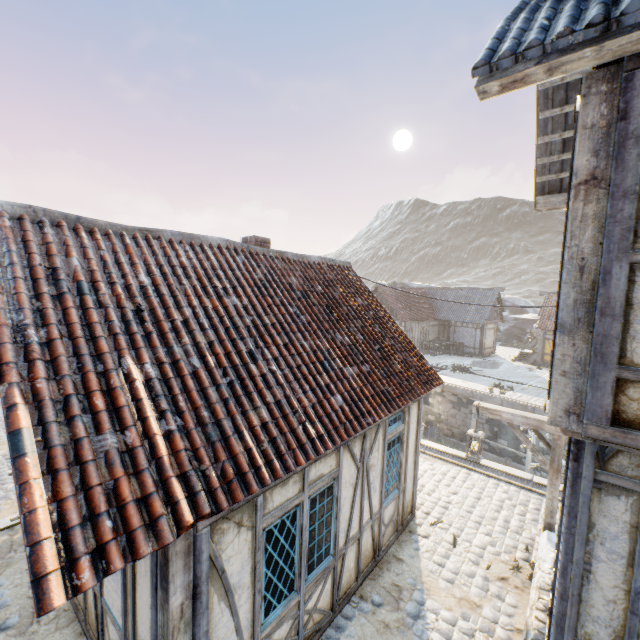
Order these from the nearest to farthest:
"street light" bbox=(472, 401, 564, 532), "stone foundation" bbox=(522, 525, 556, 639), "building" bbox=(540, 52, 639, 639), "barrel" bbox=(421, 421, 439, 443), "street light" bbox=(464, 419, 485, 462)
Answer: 1. "building" bbox=(540, 52, 639, 639)
2. "stone foundation" bbox=(522, 525, 556, 639)
3. "street light" bbox=(472, 401, 564, 532)
4. "street light" bbox=(464, 419, 485, 462)
5. "barrel" bbox=(421, 421, 439, 443)

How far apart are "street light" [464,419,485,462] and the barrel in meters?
12.1 m

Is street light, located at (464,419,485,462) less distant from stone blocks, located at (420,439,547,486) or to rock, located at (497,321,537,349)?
stone blocks, located at (420,439,547,486)

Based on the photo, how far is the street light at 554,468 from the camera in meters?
5.6 m

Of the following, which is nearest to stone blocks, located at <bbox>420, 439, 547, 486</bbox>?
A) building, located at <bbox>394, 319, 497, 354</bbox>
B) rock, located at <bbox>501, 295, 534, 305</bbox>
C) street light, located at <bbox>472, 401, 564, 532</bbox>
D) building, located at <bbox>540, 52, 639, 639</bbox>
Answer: rock, located at <bbox>501, 295, 534, 305</bbox>

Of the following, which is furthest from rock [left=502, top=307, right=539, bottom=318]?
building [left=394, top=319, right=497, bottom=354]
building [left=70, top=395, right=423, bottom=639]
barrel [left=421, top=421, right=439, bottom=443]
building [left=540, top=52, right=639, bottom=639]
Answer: building [left=540, top=52, right=639, bottom=639]

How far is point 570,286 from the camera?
2.8 meters

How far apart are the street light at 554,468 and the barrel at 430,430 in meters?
12.1 m
